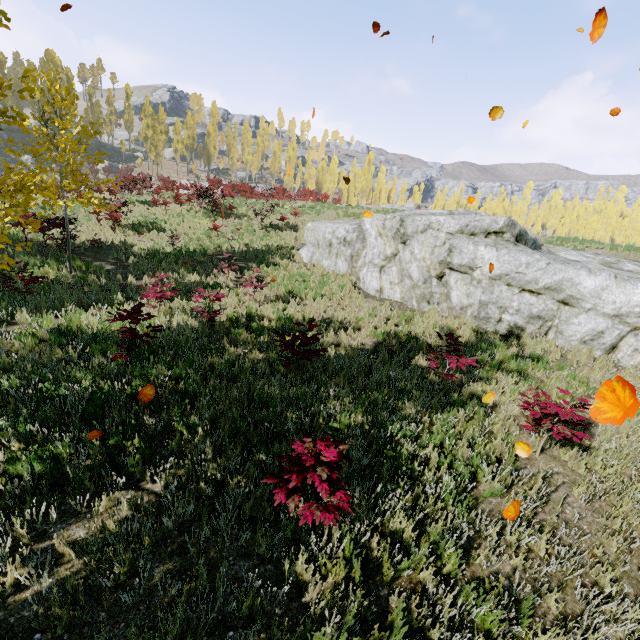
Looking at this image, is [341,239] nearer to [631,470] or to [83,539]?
[631,470]

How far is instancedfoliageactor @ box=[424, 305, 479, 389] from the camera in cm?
671

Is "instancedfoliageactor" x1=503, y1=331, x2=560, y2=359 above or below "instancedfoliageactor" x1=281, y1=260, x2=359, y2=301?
below

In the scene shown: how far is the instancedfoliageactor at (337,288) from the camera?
12.1m

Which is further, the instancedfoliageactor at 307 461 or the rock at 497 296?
the rock at 497 296

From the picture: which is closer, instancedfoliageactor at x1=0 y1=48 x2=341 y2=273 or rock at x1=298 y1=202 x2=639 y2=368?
instancedfoliageactor at x1=0 y1=48 x2=341 y2=273

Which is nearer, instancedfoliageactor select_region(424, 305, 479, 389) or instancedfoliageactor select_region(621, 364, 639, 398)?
instancedfoliageactor select_region(424, 305, 479, 389)

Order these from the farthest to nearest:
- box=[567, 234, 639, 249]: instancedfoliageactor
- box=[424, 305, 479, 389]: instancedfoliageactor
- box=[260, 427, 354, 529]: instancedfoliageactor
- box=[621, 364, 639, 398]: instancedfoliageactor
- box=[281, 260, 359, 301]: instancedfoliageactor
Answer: box=[567, 234, 639, 249]: instancedfoliageactor
box=[281, 260, 359, 301]: instancedfoliageactor
box=[621, 364, 639, 398]: instancedfoliageactor
box=[424, 305, 479, 389]: instancedfoliageactor
box=[260, 427, 354, 529]: instancedfoliageactor
